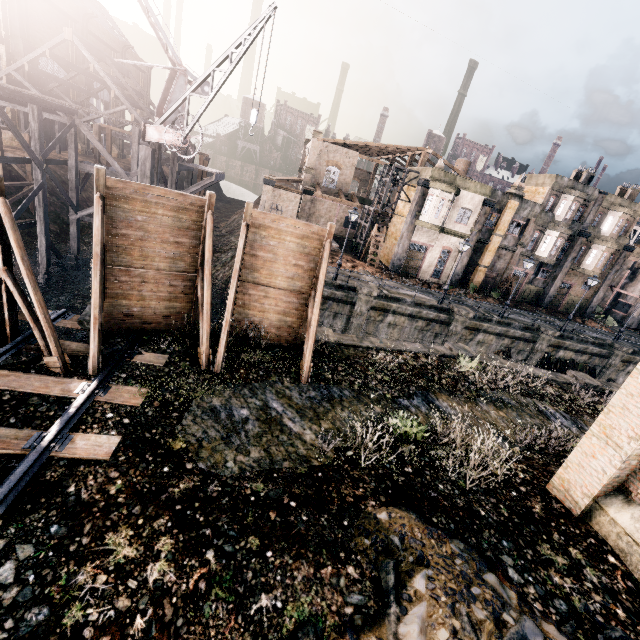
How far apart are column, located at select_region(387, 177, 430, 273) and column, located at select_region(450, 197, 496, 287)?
5.99m

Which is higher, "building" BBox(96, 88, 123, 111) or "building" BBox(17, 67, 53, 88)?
"building" BBox(96, 88, 123, 111)

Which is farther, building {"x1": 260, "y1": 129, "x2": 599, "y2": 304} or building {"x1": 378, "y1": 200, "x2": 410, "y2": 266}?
building {"x1": 378, "y1": 200, "x2": 410, "y2": 266}

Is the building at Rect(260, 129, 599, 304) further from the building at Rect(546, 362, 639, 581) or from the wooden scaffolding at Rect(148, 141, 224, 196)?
the building at Rect(546, 362, 639, 581)

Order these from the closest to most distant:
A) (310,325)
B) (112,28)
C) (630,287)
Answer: (310,325), (630,287), (112,28)

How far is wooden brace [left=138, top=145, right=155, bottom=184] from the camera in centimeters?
1725cm

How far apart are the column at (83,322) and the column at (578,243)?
44.82m

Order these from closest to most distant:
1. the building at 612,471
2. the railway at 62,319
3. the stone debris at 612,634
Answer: the stone debris at 612,634 → the building at 612,471 → the railway at 62,319
